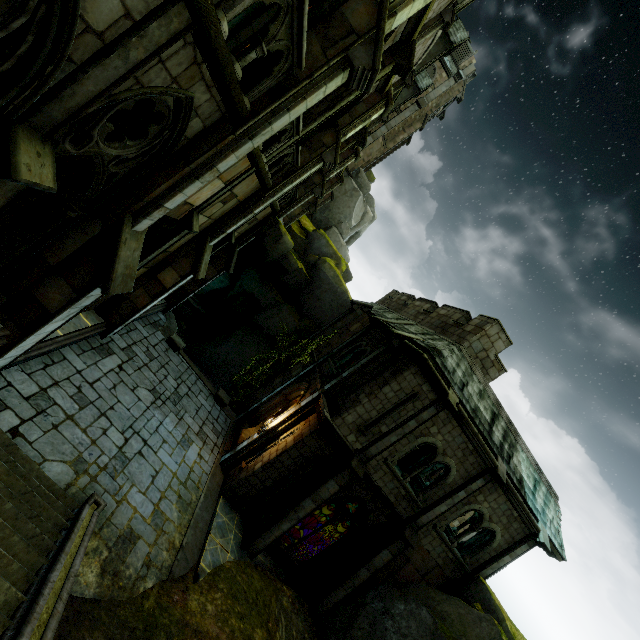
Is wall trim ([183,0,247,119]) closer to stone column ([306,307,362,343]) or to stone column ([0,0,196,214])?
stone column ([0,0,196,214])

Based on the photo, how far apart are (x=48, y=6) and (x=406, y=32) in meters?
9.0

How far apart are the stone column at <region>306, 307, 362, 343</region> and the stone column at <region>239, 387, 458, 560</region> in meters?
9.8

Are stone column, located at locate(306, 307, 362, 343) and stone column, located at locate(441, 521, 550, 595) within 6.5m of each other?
no

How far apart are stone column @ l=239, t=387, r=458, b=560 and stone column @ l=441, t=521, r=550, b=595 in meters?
6.7

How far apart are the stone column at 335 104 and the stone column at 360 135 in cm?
514

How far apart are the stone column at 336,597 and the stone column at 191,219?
13.20m

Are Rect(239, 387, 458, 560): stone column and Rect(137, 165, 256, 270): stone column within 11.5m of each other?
yes
